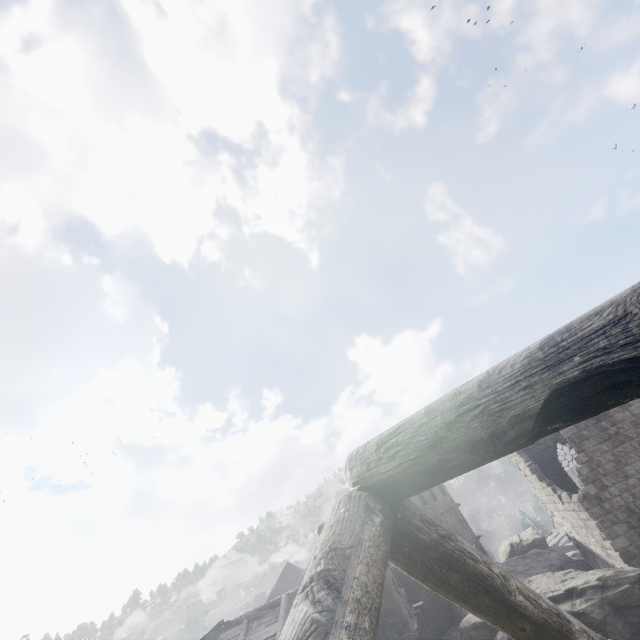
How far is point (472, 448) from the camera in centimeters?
178cm

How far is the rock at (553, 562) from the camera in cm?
1768

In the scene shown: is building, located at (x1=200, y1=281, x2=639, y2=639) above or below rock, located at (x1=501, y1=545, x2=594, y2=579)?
above

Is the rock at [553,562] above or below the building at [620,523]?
below

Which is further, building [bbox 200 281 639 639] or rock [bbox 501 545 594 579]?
rock [bbox 501 545 594 579]

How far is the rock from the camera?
17.7 meters
